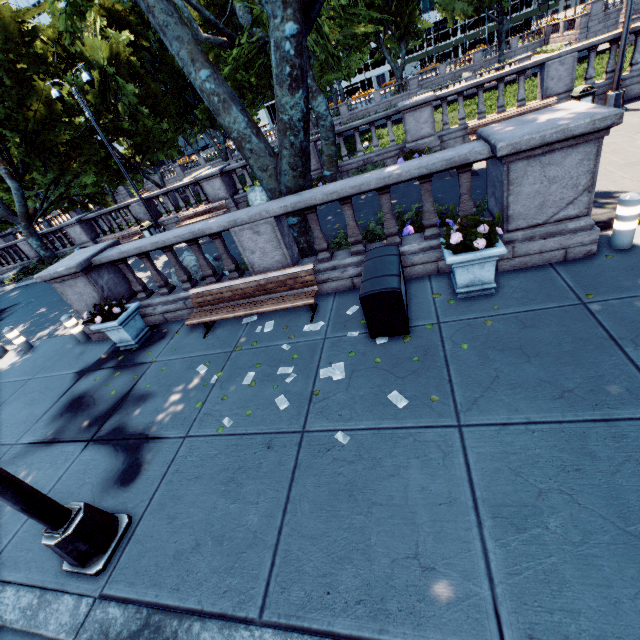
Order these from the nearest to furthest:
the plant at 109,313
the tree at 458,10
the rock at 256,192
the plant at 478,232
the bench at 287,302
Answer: the plant at 478,232, the bench at 287,302, the plant at 109,313, the rock at 256,192, the tree at 458,10

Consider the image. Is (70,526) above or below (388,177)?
below

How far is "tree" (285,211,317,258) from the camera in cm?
730

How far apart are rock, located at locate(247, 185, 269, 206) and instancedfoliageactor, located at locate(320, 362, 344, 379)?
11.44m

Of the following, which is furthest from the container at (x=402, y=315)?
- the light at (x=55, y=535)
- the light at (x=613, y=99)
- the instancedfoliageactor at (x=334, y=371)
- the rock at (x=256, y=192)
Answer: the light at (x=613, y=99)

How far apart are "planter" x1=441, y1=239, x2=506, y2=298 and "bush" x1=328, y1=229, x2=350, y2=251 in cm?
116

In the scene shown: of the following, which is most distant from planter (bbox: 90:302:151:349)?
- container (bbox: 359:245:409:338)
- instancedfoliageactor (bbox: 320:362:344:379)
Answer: container (bbox: 359:245:409:338)

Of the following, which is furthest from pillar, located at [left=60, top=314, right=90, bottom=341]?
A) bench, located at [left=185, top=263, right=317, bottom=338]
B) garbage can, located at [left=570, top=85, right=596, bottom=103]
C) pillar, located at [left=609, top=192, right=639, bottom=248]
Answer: garbage can, located at [left=570, top=85, right=596, bottom=103]
